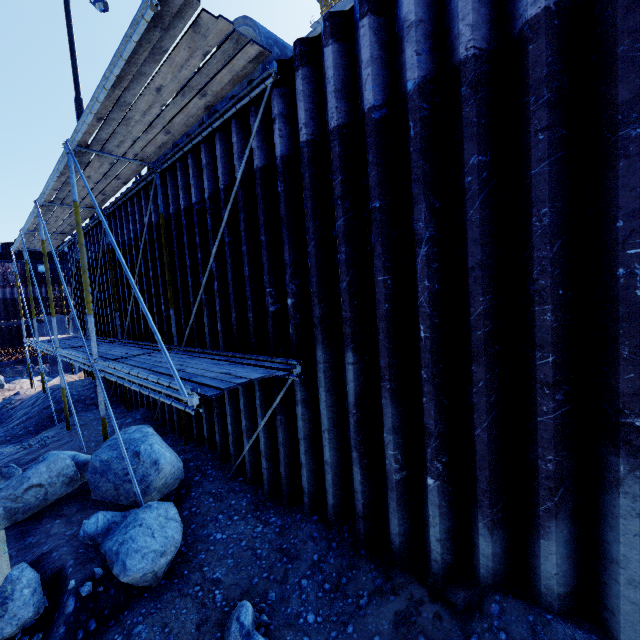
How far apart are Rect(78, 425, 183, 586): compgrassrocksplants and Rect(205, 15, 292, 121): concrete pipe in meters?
5.7 m

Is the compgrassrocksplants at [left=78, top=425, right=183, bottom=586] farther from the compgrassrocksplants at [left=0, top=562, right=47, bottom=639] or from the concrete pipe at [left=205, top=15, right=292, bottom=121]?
the concrete pipe at [left=205, top=15, right=292, bottom=121]

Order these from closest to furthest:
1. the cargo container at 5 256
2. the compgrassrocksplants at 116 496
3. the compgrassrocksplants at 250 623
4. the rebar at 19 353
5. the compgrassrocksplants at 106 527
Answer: the compgrassrocksplants at 250 623, the compgrassrocksplants at 106 527, the compgrassrocksplants at 116 496, the rebar at 19 353, the cargo container at 5 256

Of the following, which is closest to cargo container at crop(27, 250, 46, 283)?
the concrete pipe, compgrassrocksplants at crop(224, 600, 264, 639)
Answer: the concrete pipe

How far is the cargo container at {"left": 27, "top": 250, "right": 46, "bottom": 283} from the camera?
33.1 meters

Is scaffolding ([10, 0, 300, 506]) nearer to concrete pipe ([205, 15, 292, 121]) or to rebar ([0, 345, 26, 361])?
concrete pipe ([205, 15, 292, 121])

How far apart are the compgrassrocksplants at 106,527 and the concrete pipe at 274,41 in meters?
5.7

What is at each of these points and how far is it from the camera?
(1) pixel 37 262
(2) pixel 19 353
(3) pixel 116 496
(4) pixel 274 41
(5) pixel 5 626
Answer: (1) cargo container, 33.2 meters
(2) rebar, 18.4 meters
(3) compgrassrocksplants, 5.3 meters
(4) concrete pipe, 5.4 meters
(5) compgrassrocksplants, 3.7 meters
